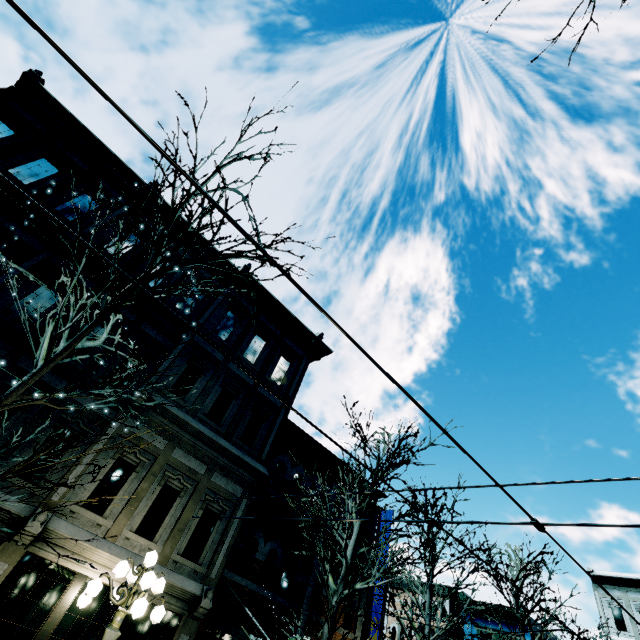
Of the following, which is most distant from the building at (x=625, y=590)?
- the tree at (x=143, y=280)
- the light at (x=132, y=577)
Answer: the light at (x=132, y=577)

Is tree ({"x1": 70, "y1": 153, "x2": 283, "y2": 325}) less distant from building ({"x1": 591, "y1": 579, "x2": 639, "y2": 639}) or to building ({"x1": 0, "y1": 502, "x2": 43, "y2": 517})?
building ({"x1": 0, "y1": 502, "x2": 43, "y2": 517})

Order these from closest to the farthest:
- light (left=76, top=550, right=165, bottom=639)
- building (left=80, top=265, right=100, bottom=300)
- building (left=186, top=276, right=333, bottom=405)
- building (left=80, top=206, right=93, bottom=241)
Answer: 1. light (left=76, top=550, right=165, bottom=639)
2. building (left=80, top=265, right=100, bottom=300)
3. building (left=80, top=206, right=93, bottom=241)
4. building (left=186, top=276, right=333, bottom=405)

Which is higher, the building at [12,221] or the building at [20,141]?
the building at [20,141]

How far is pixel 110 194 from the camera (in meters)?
12.51

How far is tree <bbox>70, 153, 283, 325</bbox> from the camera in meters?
6.0

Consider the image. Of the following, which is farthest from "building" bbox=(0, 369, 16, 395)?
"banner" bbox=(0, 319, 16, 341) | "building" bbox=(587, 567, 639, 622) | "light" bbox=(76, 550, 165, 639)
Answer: "building" bbox=(587, 567, 639, 622)
